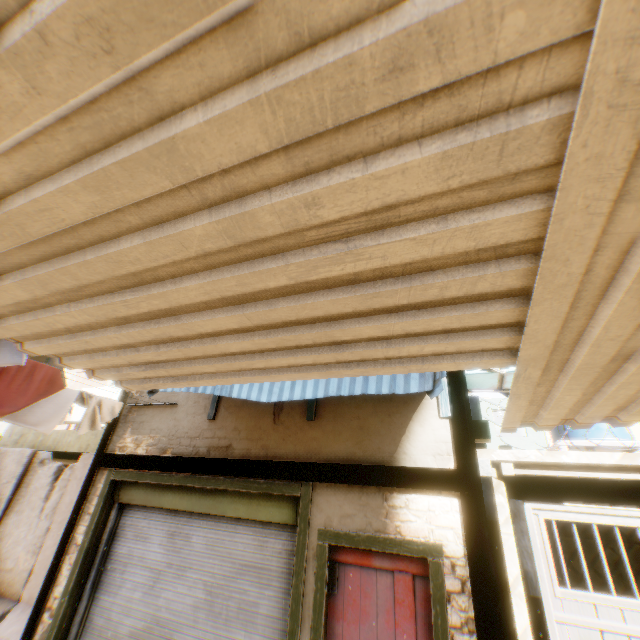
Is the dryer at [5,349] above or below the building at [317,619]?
above

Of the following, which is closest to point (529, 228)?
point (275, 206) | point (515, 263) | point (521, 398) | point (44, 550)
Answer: point (515, 263)

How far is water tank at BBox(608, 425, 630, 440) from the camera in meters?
7.4

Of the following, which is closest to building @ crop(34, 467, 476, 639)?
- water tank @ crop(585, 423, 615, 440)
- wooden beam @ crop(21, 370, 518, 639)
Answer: wooden beam @ crop(21, 370, 518, 639)

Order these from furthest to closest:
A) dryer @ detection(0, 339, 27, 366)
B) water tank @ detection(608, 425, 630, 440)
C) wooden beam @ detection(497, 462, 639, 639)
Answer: water tank @ detection(608, 425, 630, 440), wooden beam @ detection(497, 462, 639, 639), dryer @ detection(0, 339, 27, 366)

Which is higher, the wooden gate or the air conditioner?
the air conditioner

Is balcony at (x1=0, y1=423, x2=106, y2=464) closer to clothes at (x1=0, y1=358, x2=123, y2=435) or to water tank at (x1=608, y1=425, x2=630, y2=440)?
clothes at (x1=0, y1=358, x2=123, y2=435)

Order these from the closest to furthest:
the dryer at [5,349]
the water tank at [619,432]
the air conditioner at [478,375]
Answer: the dryer at [5,349]
the air conditioner at [478,375]
the water tank at [619,432]
